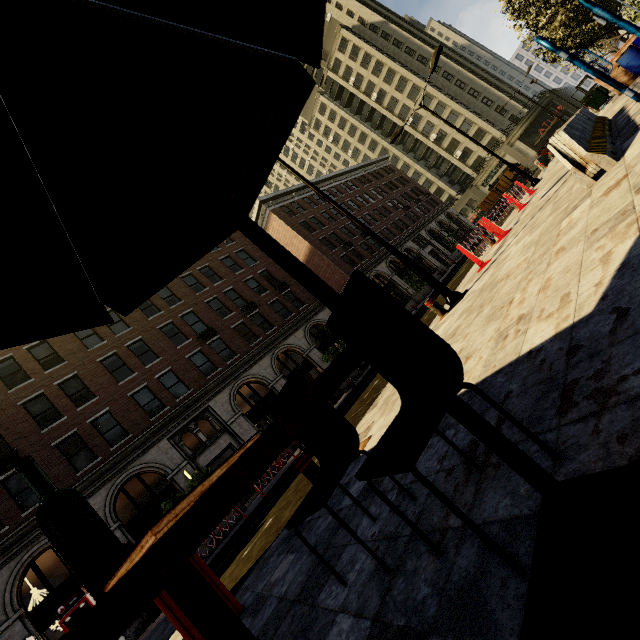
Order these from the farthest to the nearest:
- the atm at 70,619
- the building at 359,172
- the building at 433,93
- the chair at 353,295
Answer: the building at 433,93 < the building at 359,172 < the atm at 70,619 < the chair at 353,295

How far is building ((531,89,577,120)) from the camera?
50.0m

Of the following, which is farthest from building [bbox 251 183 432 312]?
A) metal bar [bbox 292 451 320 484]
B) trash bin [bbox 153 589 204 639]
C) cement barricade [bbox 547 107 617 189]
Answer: trash bin [bbox 153 589 204 639]

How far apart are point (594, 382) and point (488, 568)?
0.9m

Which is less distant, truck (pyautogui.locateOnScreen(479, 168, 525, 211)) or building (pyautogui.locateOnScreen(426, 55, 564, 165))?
truck (pyautogui.locateOnScreen(479, 168, 525, 211))

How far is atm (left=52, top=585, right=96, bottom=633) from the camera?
12.4 meters

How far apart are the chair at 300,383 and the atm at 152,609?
16.91m

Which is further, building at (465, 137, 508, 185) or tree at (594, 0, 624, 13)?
building at (465, 137, 508, 185)
